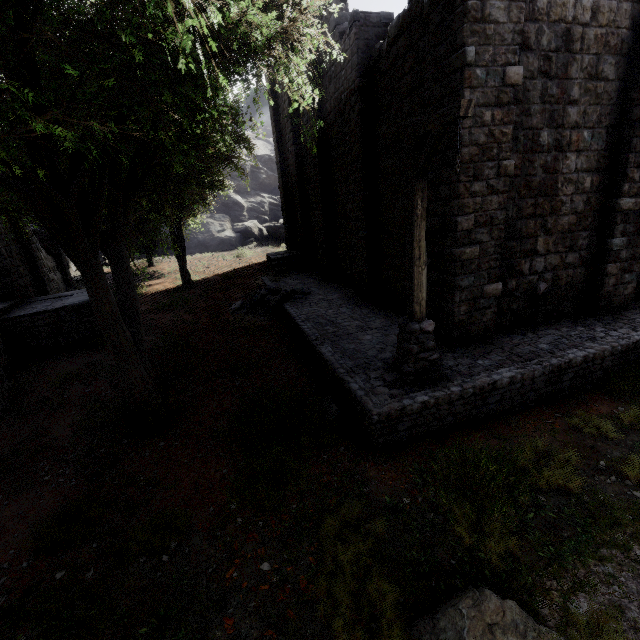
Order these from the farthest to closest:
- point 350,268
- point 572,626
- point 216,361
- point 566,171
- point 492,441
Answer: point 350,268 < point 216,361 < point 566,171 < point 492,441 < point 572,626

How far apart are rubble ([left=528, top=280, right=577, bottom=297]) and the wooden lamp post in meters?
3.6 m

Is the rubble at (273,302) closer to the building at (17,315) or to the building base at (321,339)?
the building base at (321,339)

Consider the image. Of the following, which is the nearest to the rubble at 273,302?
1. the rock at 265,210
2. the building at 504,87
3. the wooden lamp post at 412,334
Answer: the building at 504,87

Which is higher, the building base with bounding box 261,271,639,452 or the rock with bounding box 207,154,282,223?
the rock with bounding box 207,154,282,223

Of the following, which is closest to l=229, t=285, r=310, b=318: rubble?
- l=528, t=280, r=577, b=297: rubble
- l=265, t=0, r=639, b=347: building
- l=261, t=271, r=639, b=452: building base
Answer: l=261, t=271, r=639, b=452: building base

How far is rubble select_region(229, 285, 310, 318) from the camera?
13.41m

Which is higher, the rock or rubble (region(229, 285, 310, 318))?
the rock
